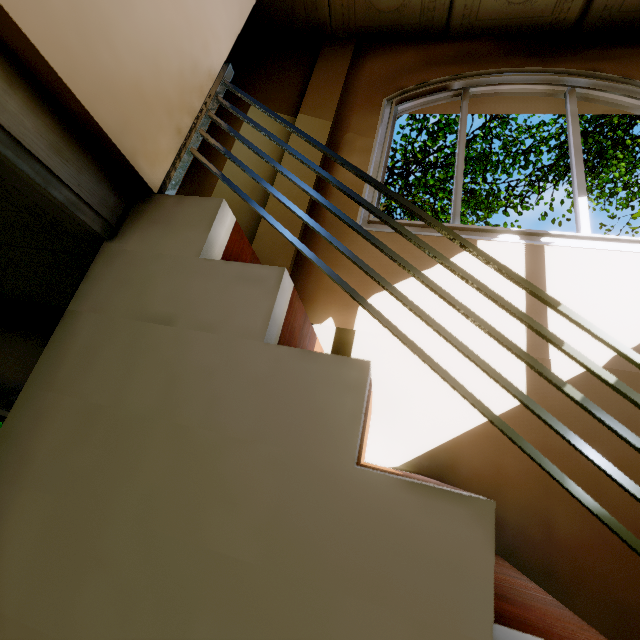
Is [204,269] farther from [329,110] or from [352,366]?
[329,110]

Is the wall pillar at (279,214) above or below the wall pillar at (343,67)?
below

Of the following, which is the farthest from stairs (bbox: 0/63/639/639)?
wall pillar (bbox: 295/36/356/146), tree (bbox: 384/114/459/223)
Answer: tree (bbox: 384/114/459/223)

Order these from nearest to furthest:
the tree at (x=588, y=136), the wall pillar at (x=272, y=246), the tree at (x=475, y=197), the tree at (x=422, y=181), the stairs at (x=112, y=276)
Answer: the stairs at (x=112, y=276), the wall pillar at (x=272, y=246), the tree at (x=588, y=136), the tree at (x=475, y=197), the tree at (x=422, y=181)

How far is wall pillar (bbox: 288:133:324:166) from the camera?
2.37m

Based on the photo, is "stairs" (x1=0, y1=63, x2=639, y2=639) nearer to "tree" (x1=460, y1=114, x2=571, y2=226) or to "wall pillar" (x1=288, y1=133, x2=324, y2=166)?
"wall pillar" (x1=288, y1=133, x2=324, y2=166)
